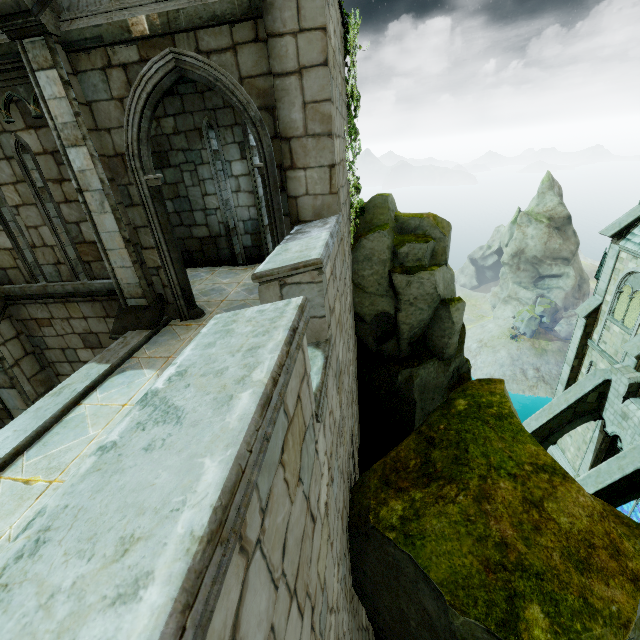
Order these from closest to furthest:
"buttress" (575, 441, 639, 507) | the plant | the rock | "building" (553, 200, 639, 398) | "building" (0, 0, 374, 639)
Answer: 1. "building" (0, 0, 374, 639)
2. the rock
3. the plant
4. "buttress" (575, 441, 639, 507)
5. "building" (553, 200, 639, 398)

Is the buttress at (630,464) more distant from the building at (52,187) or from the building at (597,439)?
the building at (52,187)

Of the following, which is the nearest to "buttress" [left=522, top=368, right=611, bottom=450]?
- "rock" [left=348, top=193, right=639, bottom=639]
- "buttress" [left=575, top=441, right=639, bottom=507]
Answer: "buttress" [left=575, top=441, right=639, bottom=507]

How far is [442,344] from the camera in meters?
7.8 m

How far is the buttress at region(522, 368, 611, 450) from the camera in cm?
1662

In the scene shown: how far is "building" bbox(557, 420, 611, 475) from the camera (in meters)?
18.28

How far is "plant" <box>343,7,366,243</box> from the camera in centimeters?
627cm

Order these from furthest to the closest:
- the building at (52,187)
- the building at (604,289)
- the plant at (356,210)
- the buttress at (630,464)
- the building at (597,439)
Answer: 1. the building at (597,439)
2. the building at (604,289)
3. the buttress at (630,464)
4. the plant at (356,210)
5. the building at (52,187)
